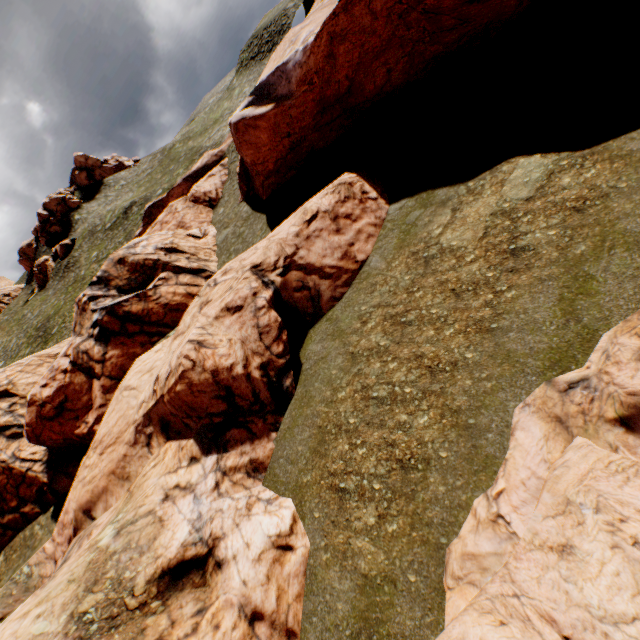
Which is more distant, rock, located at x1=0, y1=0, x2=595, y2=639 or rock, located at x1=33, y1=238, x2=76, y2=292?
rock, located at x1=33, y1=238, x2=76, y2=292

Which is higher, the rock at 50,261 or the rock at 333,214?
the rock at 50,261

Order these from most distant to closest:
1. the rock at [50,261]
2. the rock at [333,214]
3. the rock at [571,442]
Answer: the rock at [50,261] → the rock at [333,214] → the rock at [571,442]

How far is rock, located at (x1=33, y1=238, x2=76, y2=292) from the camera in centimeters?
5491cm

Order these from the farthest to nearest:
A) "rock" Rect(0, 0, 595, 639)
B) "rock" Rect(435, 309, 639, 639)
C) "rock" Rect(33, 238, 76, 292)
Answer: "rock" Rect(33, 238, 76, 292), "rock" Rect(0, 0, 595, 639), "rock" Rect(435, 309, 639, 639)

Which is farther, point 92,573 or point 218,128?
point 218,128

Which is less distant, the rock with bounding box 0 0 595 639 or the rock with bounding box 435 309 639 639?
the rock with bounding box 435 309 639 639
